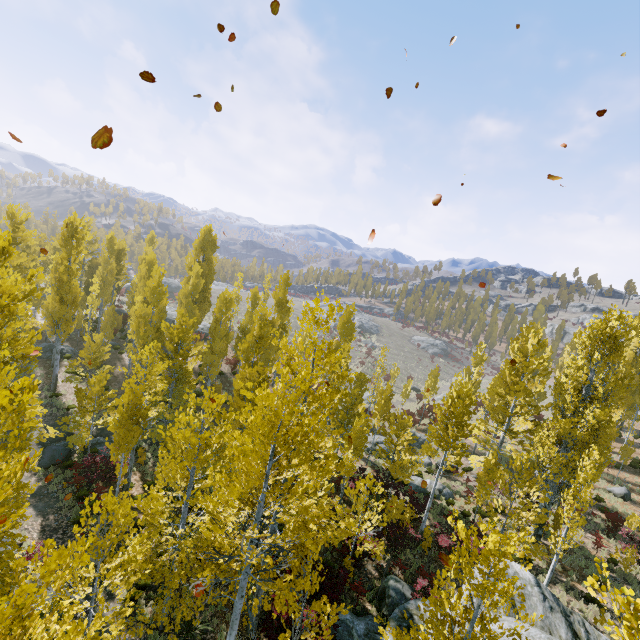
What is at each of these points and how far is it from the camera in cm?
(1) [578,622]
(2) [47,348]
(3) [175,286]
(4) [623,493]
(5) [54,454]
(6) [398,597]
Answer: (1) rock, 1049
(2) rock, 2844
(3) rock, 5888
(4) rock, 2522
(5) rock, 1794
(6) rock, 1337

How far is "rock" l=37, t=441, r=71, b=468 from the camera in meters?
17.5

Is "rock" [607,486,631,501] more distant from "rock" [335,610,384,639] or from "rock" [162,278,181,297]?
"rock" [162,278,181,297]

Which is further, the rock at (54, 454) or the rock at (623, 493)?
the rock at (623, 493)

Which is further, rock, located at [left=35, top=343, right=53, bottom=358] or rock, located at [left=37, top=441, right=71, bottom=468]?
rock, located at [left=35, top=343, right=53, bottom=358]

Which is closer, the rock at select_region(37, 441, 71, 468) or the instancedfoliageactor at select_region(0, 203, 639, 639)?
the instancedfoliageactor at select_region(0, 203, 639, 639)

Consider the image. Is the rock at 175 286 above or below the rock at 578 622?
above

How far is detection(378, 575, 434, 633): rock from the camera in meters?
10.8
